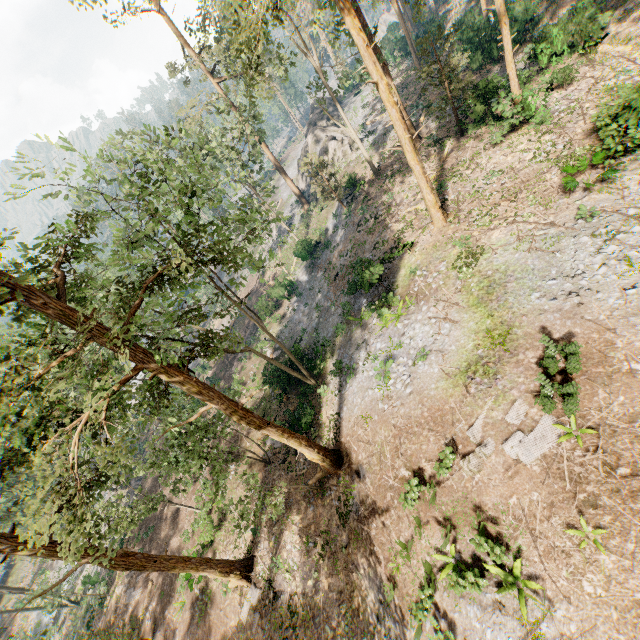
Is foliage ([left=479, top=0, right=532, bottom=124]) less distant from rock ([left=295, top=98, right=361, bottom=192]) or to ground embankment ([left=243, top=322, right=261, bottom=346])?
rock ([left=295, top=98, right=361, bottom=192])

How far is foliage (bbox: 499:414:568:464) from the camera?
10.7 meters

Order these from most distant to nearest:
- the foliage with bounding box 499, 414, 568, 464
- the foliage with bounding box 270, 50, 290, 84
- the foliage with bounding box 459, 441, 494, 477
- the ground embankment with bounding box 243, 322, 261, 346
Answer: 1. the ground embankment with bounding box 243, 322, 261, 346
2. the foliage with bounding box 270, 50, 290, 84
3. the foliage with bounding box 459, 441, 494, 477
4. the foliage with bounding box 499, 414, 568, 464

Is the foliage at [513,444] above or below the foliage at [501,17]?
below

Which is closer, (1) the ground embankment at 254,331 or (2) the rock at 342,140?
(1) the ground embankment at 254,331

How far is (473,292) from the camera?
16.22m
